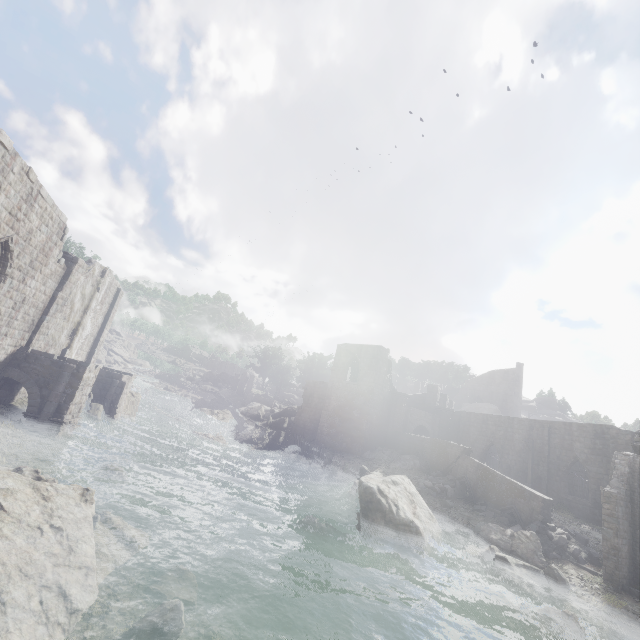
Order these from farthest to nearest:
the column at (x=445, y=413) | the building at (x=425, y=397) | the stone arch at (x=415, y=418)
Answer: the building at (x=425, y=397) → the column at (x=445, y=413) → the stone arch at (x=415, y=418)

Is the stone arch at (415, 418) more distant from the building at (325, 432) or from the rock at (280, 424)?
the rock at (280, 424)

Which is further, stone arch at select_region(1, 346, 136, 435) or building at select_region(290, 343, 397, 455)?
building at select_region(290, 343, 397, 455)

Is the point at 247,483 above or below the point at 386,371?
below

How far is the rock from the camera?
38.4 meters

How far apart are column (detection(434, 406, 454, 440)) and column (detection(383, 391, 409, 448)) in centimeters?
470cm

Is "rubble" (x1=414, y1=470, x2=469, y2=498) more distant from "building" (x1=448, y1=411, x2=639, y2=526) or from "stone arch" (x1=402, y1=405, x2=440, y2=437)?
"stone arch" (x1=402, y1=405, x2=440, y2=437)

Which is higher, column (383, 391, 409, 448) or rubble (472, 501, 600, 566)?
column (383, 391, 409, 448)
